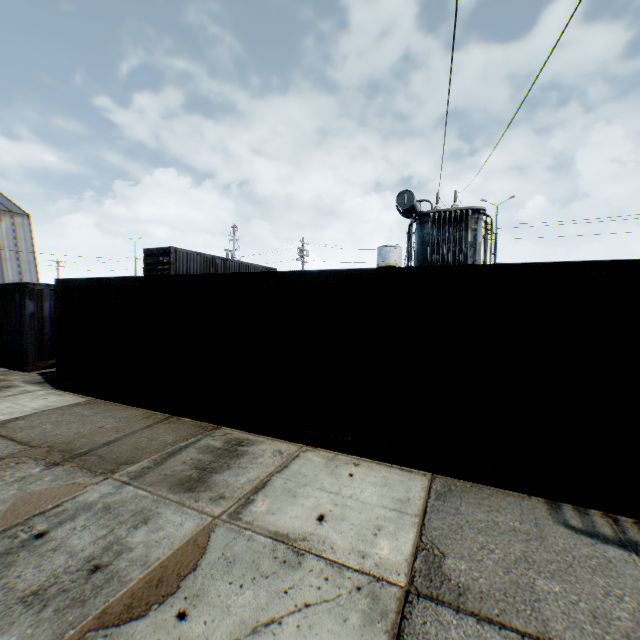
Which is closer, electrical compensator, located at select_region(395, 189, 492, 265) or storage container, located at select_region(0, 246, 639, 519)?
storage container, located at select_region(0, 246, 639, 519)

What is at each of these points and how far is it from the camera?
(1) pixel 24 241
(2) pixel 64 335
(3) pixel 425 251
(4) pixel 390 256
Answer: (1) building, 32.97m
(2) storage container, 8.55m
(3) electrical compensator, 13.73m
(4) vertical tank, 52.50m

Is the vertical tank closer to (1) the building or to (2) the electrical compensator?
(2) the electrical compensator

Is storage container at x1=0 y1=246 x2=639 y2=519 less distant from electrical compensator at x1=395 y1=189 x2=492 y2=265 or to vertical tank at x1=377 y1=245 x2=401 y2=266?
electrical compensator at x1=395 y1=189 x2=492 y2=265

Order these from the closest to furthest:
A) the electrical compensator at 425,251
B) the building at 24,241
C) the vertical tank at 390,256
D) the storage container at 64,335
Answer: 1. the storage container at 64,335
2. the electrical compensator at 425,251
3. the building at 24,241
4. the vertical tank at 390,256

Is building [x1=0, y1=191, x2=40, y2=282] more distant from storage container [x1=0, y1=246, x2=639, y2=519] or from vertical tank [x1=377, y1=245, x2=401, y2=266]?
vertical tank [x1=377, y1=245, x2=401, y2=266]

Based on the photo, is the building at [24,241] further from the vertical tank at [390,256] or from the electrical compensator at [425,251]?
the vertical tank at [390,256]

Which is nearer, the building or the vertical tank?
the building
